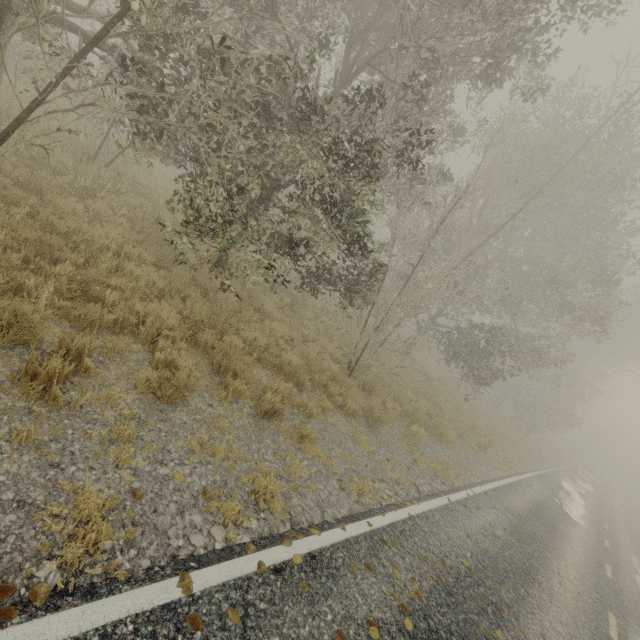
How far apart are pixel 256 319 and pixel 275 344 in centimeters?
90cm
